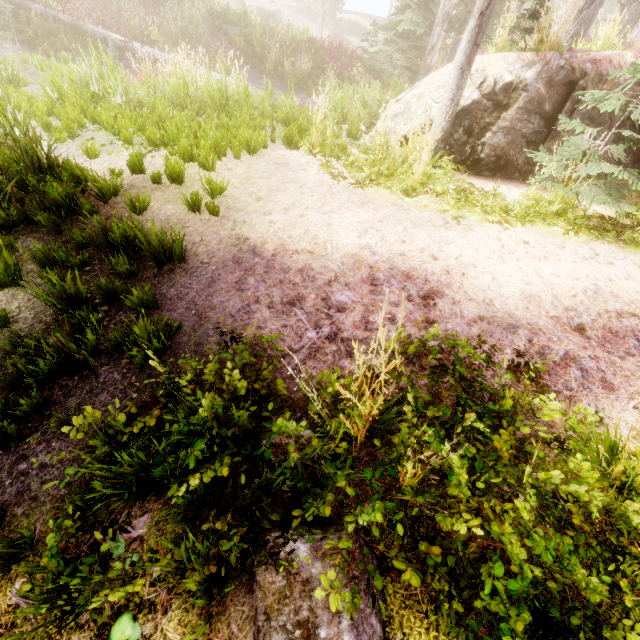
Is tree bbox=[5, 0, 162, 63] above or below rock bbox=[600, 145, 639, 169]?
below

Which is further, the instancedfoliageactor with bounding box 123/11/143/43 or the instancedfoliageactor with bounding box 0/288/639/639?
the instancedfoliageactor with bounding box 123/11/143/43

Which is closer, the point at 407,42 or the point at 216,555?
the point at 216,555

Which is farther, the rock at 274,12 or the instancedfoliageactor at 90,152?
the rock at 274,12

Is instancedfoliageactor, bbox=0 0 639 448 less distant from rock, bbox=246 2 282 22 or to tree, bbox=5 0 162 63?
rock, bbox=246 2 282 22

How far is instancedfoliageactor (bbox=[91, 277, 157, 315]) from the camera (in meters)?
2.80

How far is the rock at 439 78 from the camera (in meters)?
6.34
